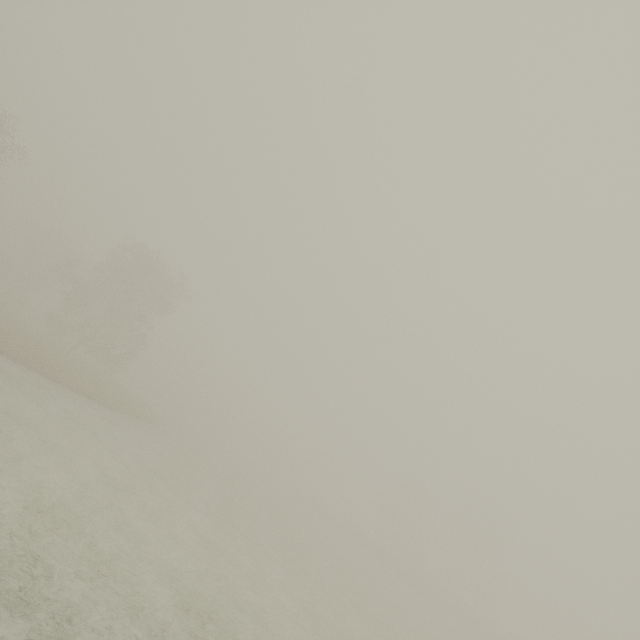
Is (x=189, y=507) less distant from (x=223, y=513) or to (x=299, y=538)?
(x=223, y=513)
